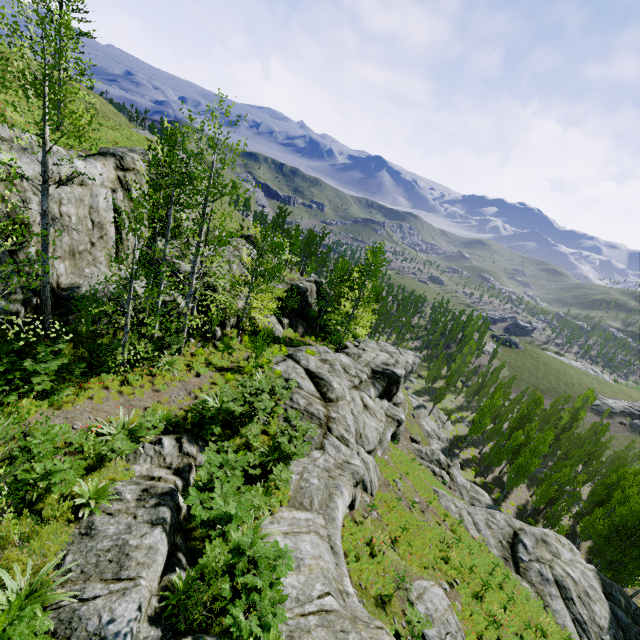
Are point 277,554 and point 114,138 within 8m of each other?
no

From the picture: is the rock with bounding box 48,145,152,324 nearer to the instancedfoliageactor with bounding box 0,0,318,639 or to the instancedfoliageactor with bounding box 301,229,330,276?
the instancedfoliageactor with bounding box 0,0,318,639

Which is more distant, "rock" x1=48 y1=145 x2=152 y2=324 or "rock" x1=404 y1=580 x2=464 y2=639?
"rock" x1=48 y1=145 x2=152 y2=324

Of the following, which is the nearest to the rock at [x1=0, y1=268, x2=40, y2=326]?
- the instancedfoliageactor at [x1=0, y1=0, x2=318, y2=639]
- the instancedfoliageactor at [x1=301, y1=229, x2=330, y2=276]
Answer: the instancedfoliageactor at [x1=0, y1=0, x2=318, y2=639]

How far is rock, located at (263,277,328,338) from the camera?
29.92m

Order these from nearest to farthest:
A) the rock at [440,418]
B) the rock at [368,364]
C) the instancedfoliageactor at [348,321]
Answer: the rock at [368,364], the instancedfoliageactor at [348,321], the rock at [440,418]

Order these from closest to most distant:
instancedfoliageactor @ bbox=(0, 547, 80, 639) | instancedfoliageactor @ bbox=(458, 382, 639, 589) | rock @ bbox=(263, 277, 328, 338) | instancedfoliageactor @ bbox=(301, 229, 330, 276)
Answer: →
1. instancedfoliageactor @ bbox=(0, 547, 80, 639)
2. instancedfoliageactor @ bbox=(458, 382, 639, 589)
3. rock @ bbox=(263, 277, 328, 338)
4. instancedfoliageactor @ bbox=(301, 229, 330, 276)

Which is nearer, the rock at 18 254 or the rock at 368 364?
the rock at 368 364
